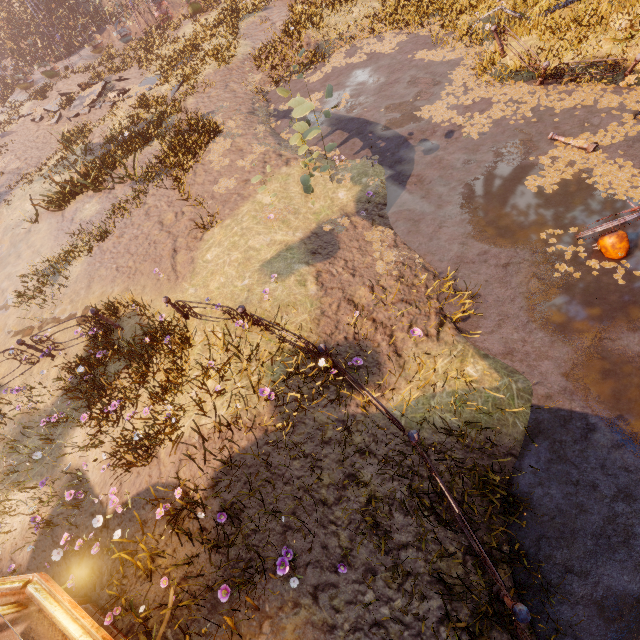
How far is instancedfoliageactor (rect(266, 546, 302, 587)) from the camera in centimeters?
423cm

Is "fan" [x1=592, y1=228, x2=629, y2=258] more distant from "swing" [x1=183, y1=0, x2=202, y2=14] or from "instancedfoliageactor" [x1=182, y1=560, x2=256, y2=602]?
"swing" [x1=183, y1=0, x2=202, y2=14]

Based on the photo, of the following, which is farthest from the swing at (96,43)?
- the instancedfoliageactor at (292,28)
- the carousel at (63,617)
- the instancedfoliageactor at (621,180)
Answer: the carousel at (63,617)

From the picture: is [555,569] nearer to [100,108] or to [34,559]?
[34,559]

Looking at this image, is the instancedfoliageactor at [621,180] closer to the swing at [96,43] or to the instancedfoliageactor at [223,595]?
the instancedfoliageactor at [223,595]

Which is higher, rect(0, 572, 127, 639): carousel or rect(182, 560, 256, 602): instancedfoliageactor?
rect(0, 572, 127, 639): carousel

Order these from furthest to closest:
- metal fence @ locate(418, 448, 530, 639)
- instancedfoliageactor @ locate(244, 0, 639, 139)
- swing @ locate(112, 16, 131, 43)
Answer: swing @ locate(112, 16, 131, 43) → instancedfoliageactor @ locate(244, 0, 639, 139) → metal fence @ locate(418, 448, 530, 639)

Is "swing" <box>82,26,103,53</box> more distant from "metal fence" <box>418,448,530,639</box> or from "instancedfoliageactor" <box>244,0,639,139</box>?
"metal fence" <box>418,448,530,639</box>
